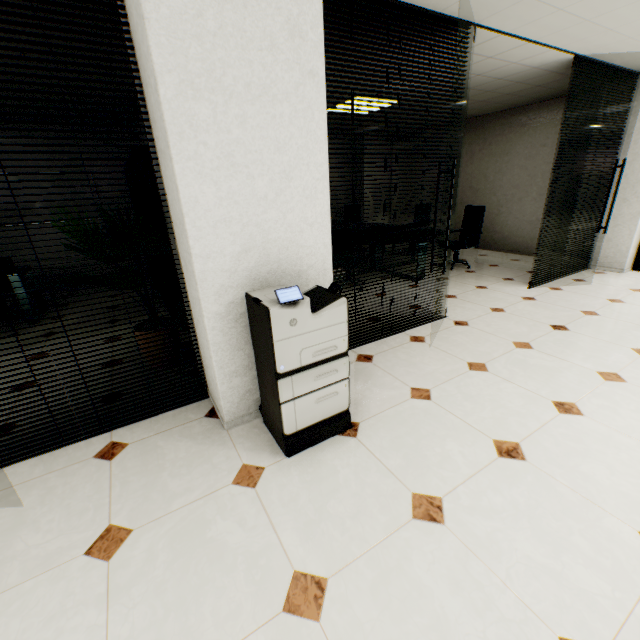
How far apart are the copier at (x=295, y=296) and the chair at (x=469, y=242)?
4.8m

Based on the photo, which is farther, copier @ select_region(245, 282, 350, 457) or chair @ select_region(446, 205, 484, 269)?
chair @ select_region(446, 205, 484, 269)

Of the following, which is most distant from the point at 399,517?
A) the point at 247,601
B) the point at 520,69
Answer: the point at 520,69

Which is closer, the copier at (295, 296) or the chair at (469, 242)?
A: the copier at (295, 296)

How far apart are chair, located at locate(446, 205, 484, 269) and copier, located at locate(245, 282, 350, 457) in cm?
476

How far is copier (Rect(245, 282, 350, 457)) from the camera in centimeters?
183cm

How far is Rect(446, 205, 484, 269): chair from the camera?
6.14m
